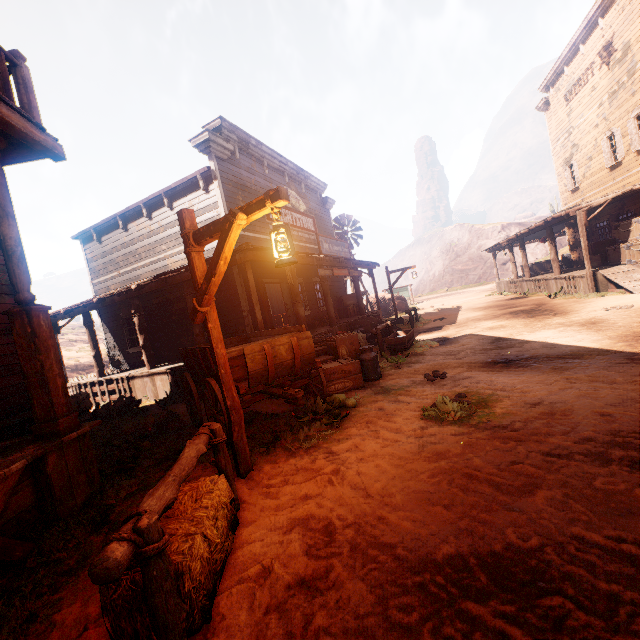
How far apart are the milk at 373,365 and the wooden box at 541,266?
23.0m

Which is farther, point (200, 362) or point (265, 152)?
point (265, 152)

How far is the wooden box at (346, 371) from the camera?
6.7m

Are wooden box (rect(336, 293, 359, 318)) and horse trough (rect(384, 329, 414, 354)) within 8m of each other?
yes

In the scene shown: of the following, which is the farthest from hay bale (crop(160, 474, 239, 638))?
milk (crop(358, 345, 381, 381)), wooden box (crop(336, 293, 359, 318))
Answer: wooden box (crop(336, 293, 359, 318))

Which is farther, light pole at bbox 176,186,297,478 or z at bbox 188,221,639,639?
light pole at bbox 176,186,297,478

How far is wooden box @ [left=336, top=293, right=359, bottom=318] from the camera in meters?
17.1

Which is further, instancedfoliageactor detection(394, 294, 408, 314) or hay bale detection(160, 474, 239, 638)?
instancedfoliageactor detection(394, 294, 408, 314)
